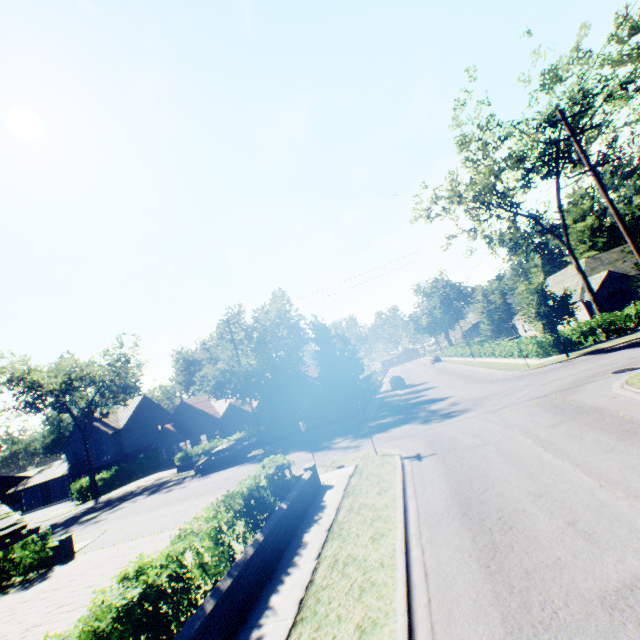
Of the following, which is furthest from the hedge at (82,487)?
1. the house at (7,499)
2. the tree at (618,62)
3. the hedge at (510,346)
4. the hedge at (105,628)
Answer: the hedge at (105,628)

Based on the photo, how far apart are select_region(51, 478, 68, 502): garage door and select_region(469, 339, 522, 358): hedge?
60.9m

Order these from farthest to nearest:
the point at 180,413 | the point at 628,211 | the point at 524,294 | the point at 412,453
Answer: the point at 628,211
the point at 180,413
the point at 524,294
the point at 412,453

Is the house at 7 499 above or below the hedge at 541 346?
above

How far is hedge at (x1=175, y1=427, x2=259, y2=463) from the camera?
31.1 meters

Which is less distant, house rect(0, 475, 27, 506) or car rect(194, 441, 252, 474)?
car rect(194, 441, 252, 474)

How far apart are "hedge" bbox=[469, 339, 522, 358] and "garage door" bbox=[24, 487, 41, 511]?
66.41m

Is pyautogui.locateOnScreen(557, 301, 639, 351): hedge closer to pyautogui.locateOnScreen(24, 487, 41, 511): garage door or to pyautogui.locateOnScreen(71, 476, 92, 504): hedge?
pyautogui.locateOnScreen(71, 476, 92, 504): hedge
